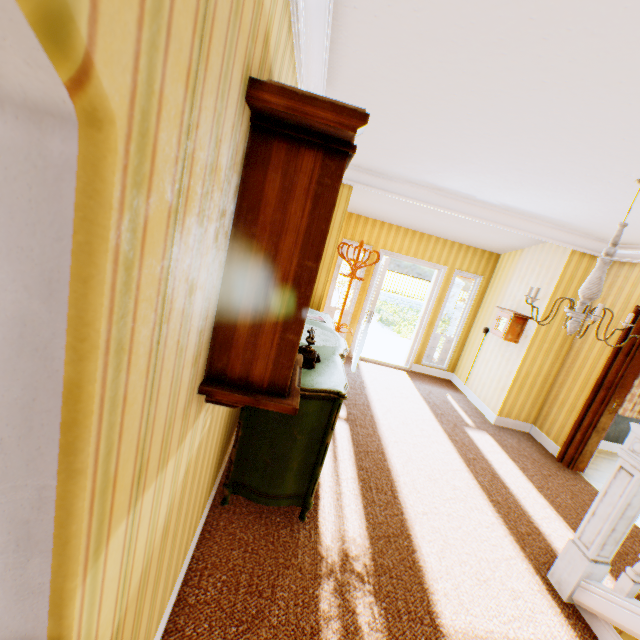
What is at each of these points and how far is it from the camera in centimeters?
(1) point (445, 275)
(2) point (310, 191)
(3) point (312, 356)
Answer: (1) building, 645cm
(2) wall clock, 109cm
(3) telephone, 262cm

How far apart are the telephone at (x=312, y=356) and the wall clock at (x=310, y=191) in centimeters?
75cm

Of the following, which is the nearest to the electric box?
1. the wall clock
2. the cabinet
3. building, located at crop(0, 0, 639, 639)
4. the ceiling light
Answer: building, located at crop(0, 0, 639, 639)

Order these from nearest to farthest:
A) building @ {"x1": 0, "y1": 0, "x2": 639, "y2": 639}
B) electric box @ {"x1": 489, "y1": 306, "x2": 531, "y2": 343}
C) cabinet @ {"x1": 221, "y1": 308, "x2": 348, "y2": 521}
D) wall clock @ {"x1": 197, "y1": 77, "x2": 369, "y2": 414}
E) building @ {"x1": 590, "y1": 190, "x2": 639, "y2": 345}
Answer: building @ {"x1": 0, "y1": 0, "x2": 639, "y2": 639}, wall clock @ {"x1": 197, "y1": 77, "x2": 369, "y2": 414}, cabinet @ {"x1": 221, "y1": 308, "x2": 348, "y2": 521}, building @ {"x1": 590, "y1": 190, "x2": 639, "y2": 345}, electric box @ {"x1": 489, "y1": 306, "x2": 531, "y2": 343}

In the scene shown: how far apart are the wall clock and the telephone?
0.75m

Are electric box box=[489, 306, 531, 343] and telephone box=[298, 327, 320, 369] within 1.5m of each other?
no

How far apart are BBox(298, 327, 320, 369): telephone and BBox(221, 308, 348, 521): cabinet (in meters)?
0.02

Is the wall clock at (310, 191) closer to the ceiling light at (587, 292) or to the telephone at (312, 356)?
the telephone at (312, 356)
